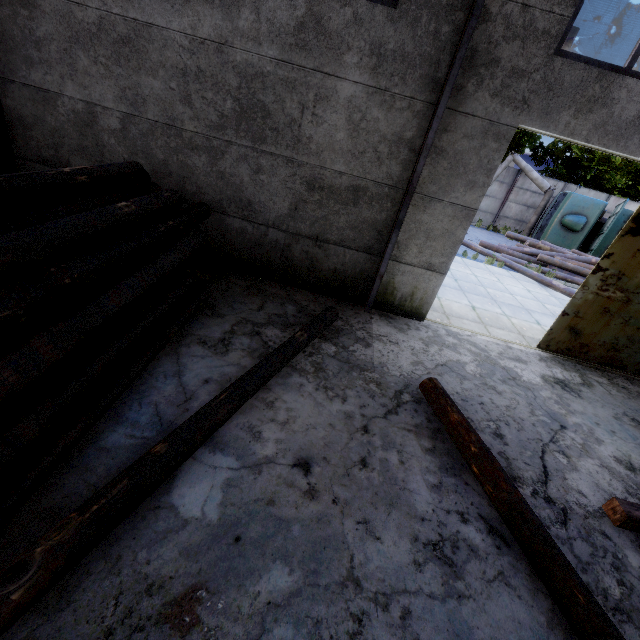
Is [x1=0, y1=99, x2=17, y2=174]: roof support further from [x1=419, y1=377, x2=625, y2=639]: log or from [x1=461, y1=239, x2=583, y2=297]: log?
[x1=461, y1=239, x2=583, y2=297]: log

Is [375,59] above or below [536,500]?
above

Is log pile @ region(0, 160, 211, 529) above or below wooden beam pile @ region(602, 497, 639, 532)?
above

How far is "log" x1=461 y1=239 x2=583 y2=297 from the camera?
12.1 meters

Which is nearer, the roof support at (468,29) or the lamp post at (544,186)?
the roof support at (468,29)

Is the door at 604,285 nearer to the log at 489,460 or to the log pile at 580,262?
the log at 489,460

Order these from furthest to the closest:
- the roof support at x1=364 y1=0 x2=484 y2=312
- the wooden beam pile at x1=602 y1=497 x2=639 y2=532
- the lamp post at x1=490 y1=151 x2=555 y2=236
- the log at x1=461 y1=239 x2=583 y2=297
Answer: the lamp post at x1=490 y1=151 x2=555 y2=236 < the log at x1=461 y1=239 x2=583 y2=297 < the roof support at x1=364 y1=0 x2=484 y2=312 < the wooden beam pile at x1=602 y1=497 x2=639 y2=532

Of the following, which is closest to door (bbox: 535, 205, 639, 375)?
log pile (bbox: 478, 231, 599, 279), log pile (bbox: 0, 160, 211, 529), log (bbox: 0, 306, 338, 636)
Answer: log (bbox: 0, 306, 338, 636)
